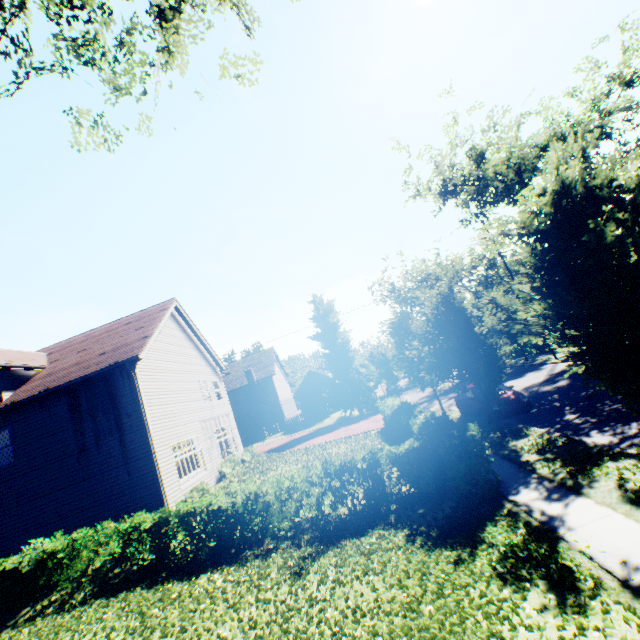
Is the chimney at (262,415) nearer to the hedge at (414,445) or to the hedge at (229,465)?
the hedge at (229,465)

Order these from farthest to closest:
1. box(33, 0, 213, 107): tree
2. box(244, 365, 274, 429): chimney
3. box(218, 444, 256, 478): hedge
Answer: box(244, 365, 274, 429): chimney
box(218, 444, 256, 478): hedge
box(33, 0, 213, 107): tree

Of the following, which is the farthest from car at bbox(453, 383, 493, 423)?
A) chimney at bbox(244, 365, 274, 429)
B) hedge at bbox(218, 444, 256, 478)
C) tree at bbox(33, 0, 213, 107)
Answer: chimney at bbox(244, 365, 274, 429)

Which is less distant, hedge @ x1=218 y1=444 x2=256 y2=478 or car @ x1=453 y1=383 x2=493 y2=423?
car @ x1=453 y1=383 x2=493 y2=423

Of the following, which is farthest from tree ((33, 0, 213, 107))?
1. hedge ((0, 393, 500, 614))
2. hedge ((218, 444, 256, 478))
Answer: hedge ((218, 444, 256, 478))

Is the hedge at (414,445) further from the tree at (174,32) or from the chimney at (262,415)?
the chimney at (262,415)

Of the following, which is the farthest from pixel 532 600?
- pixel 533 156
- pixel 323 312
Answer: pixel 323 312

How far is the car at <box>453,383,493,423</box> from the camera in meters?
14.2
